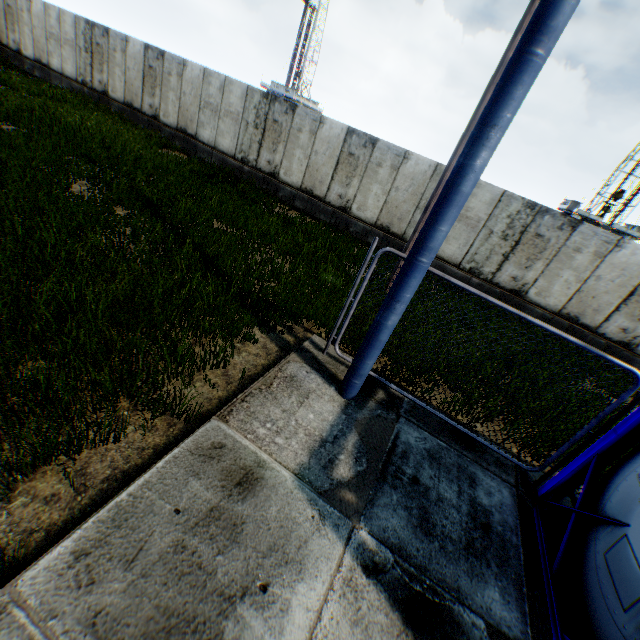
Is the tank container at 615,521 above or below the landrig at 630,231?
below

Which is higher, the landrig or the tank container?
the landrig

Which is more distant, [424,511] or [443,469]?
[443,469]

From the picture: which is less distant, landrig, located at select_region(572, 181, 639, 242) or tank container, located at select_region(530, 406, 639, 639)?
tank container, located at select_region(530, 406, 639, 639)

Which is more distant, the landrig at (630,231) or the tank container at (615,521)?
the landrig at (630,231)
